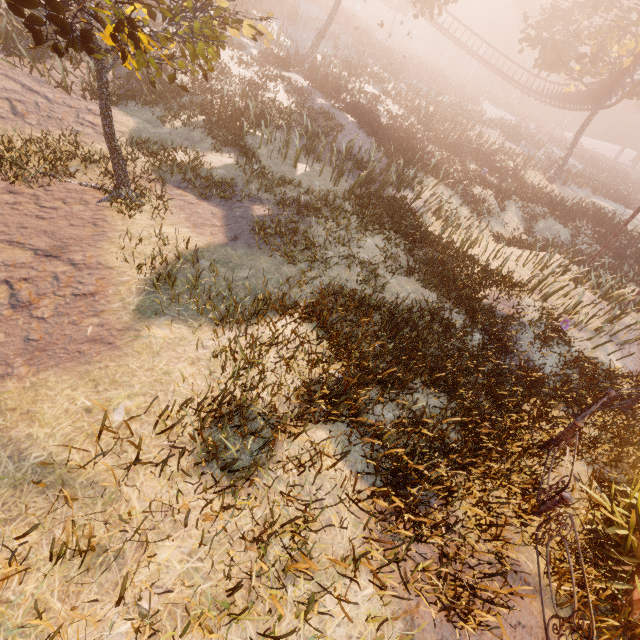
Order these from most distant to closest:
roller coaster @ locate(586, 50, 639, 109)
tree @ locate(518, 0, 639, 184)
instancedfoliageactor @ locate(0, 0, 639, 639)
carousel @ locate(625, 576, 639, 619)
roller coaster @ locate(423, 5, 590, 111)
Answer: roller coaster @ locate(423, 5, 590, 111)
roller coaster @ locate(586, 50, 639, 109)
tree @ locate(518, 0, 639, 184)
carousel @ locate(625, 576, 639, 619)
instancedfoliageactor @ locate(0, 0, 639, 639)

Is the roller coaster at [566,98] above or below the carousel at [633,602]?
above

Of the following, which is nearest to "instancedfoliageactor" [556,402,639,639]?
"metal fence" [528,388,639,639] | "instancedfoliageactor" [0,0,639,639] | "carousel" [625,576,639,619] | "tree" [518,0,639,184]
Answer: "carousel" [625,576,639,619]

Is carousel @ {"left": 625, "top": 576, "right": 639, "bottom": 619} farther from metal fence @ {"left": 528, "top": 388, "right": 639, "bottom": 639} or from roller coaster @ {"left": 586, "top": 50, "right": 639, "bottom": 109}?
roller coaster @ {"left": 586, "top": 50, "right": 639, "bottom": 109}

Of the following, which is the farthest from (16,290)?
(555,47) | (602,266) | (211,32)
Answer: (555,47)

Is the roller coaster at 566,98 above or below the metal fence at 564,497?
above

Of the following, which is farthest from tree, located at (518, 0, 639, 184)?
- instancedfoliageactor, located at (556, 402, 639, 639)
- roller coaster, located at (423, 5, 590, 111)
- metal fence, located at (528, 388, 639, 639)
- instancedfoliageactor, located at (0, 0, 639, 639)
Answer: instancedfoliageactor, located at (556, 402, 639, 639)

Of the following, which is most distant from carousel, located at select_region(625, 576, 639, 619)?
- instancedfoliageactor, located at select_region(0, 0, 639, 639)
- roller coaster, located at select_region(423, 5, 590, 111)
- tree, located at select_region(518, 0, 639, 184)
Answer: tree, located at select_region(518, 0, 639, 184)
